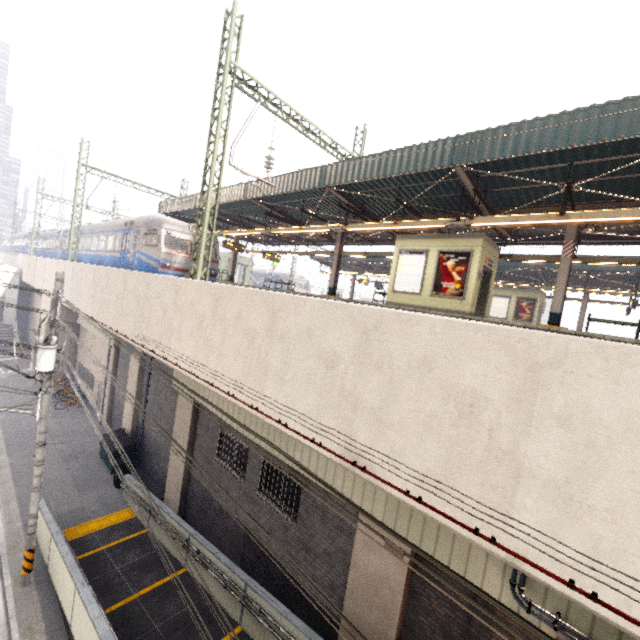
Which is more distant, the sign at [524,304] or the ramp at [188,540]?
the sign at [524,304]

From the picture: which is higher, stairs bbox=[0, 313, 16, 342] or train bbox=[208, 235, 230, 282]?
train bbox=[208, 235, 230, 282]

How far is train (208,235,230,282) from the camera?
17.39m

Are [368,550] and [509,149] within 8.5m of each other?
no

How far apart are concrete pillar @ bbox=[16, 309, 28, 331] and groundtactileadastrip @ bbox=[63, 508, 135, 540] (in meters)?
38.01

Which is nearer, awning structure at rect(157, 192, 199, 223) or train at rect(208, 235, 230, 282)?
train at rect(208, 235, 230, 282)

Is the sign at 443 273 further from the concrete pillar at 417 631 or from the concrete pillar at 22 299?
the concrete pillar at 22 299

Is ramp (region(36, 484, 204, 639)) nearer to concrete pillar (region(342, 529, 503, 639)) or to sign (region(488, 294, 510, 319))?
concrete pillar (region(342, 529, 503, 639))
